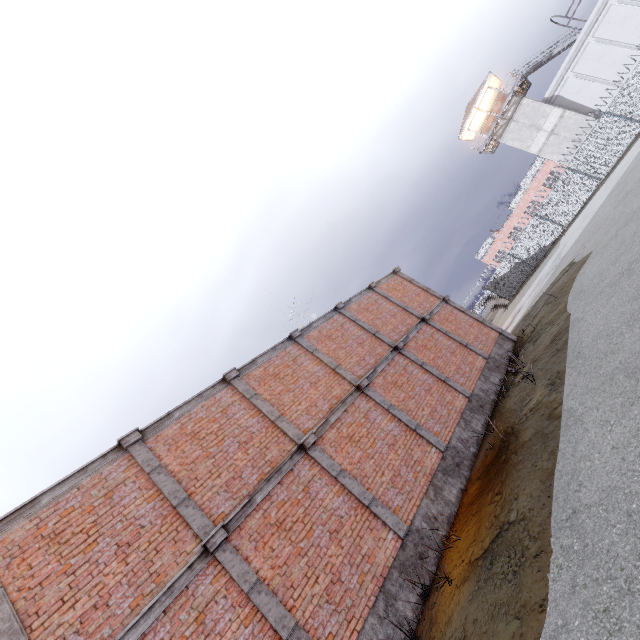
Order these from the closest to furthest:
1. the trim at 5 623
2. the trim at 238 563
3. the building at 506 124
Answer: the trim at 5 623 < the trim at 238 563 < the building at 506 124

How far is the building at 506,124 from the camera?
30.5 meters

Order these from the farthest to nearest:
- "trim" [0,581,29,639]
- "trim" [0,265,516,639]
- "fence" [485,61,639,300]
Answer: "fence" [485,61,639,300], "trim" [0,265,516,639], "trim" [0,581,29,639]

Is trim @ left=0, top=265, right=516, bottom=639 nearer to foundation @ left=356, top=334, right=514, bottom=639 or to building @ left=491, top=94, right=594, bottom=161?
foundation @ left=356, top=334, right=514, bottom=639

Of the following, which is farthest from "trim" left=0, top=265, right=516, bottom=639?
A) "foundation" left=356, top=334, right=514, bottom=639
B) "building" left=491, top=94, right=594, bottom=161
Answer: "building" left=491, top=94, right=594, bottom=161

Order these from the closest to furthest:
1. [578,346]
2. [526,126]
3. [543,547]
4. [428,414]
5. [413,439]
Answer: [543,547]
[578,346]
[413,439]
[428,414]
[526,126]

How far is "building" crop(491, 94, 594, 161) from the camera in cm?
3048

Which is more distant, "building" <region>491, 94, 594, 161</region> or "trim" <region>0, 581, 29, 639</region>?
"building" <region>491, 94, 594, 161</region>
